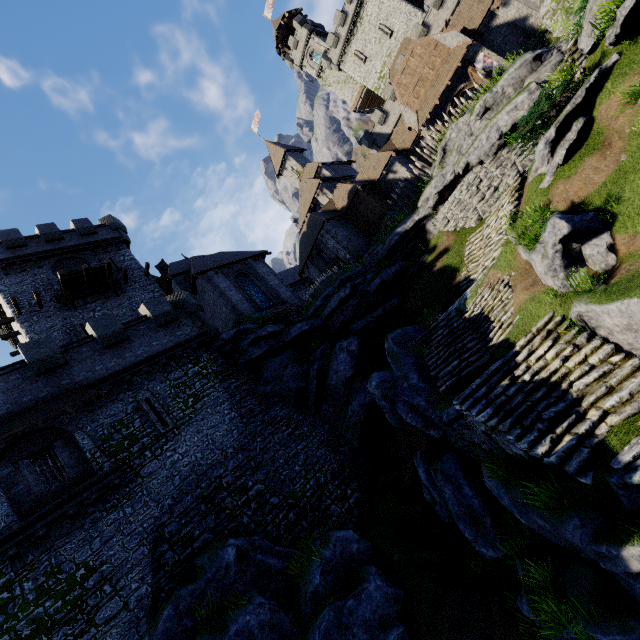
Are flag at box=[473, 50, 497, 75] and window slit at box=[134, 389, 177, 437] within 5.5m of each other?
no

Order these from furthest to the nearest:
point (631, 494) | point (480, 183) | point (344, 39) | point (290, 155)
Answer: point (344, 39) < point (290, 155) < point (480, 183) < point (631, 494)

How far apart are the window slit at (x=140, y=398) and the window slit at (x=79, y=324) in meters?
8.9 m

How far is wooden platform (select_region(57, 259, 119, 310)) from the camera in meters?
23.7

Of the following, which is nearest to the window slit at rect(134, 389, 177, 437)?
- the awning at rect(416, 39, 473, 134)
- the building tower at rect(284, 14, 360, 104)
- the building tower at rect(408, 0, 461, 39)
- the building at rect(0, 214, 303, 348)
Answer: the building at rect(0, 214, 303, 348)

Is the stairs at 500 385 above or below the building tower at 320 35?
below

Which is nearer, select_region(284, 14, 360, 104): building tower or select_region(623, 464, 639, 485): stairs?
select_region(623, 464, 639, 485): stairs

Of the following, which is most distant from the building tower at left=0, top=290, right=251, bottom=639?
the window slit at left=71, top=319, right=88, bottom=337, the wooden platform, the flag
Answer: the flag
